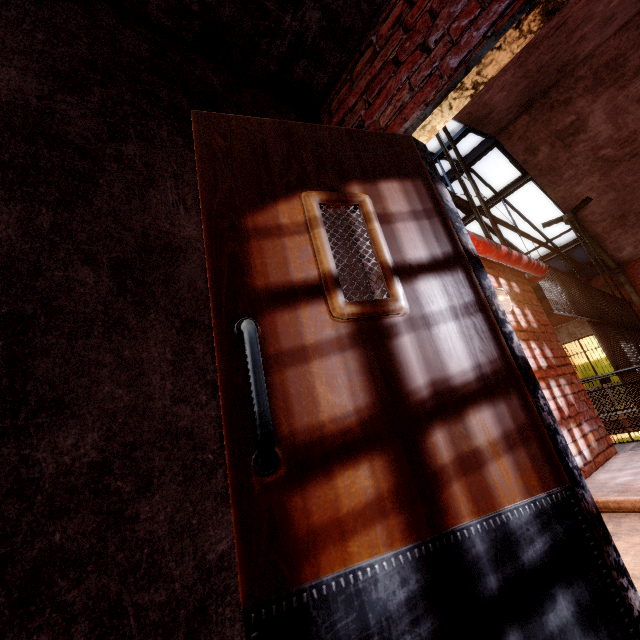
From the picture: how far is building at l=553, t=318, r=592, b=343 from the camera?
10.54m

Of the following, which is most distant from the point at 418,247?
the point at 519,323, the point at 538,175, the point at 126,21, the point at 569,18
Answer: the point at 538,175

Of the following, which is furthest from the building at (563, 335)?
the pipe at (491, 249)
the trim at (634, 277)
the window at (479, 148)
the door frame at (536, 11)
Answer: the door frame at (536, 11)

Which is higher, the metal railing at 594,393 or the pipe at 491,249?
the pipe at 491,249

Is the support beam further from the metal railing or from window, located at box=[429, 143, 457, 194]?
the metal railing

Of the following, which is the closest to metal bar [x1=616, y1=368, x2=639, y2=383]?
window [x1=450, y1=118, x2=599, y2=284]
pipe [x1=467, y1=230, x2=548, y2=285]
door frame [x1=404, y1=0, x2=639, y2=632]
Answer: pipe [x1=467, y1=230, x2=548, y2=285]

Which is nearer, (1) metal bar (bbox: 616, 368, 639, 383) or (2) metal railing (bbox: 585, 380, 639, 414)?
(2) metal railing (bbox: 585, 380, 639, 414)
